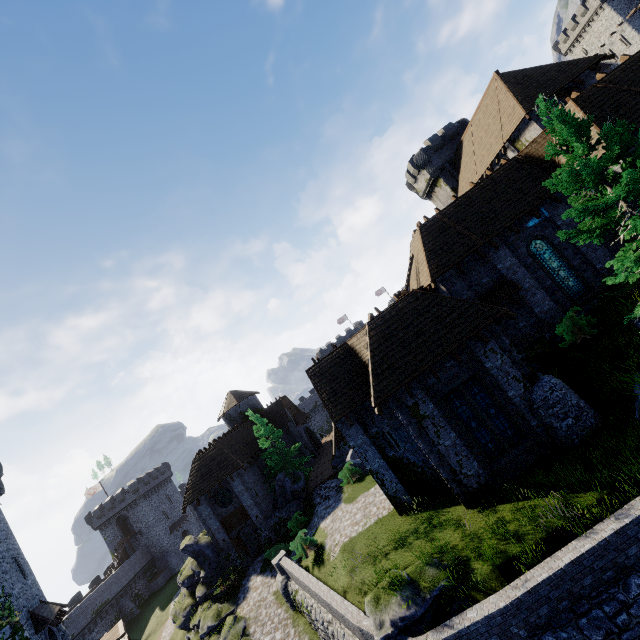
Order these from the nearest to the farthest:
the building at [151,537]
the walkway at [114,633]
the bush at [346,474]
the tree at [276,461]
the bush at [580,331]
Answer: the bush at [580,331] → the walkway at [114,633] → the bush at [346,474] → the tree at [276,461] → the building at [151,537]

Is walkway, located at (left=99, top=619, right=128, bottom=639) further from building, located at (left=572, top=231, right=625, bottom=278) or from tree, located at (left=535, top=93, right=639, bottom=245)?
tree, located at (left=535, top=93, right=639, bottom=245)

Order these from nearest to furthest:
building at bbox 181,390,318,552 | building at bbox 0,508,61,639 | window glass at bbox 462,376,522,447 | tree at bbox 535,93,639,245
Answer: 1. tree at bbox 535,93,639,245
2. window glass at bbox 462,376,522,447
3. building at bbox 0,508,61,639
4. building at bbox 181,390,318,552

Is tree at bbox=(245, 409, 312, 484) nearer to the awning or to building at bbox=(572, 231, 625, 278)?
building at bbox=(572, 231, 625, 278)

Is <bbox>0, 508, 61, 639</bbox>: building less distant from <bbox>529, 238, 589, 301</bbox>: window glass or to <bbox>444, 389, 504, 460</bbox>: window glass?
<bbox>444, 389, 504, 460</bbox>: window glass

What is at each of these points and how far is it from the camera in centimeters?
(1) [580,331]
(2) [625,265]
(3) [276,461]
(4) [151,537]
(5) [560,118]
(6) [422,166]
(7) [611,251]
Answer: (1) bush, 1521cm
(2) tree, 1020cm
(3) tree, 3150cm
(4) building, 5716cm
(5) tree, 1063cm
(6) building, 3950cm
(7) building, 1684cm

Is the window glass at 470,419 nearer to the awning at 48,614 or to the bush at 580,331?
the bush at 580,331

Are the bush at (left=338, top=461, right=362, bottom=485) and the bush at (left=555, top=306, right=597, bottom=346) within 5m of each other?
no
